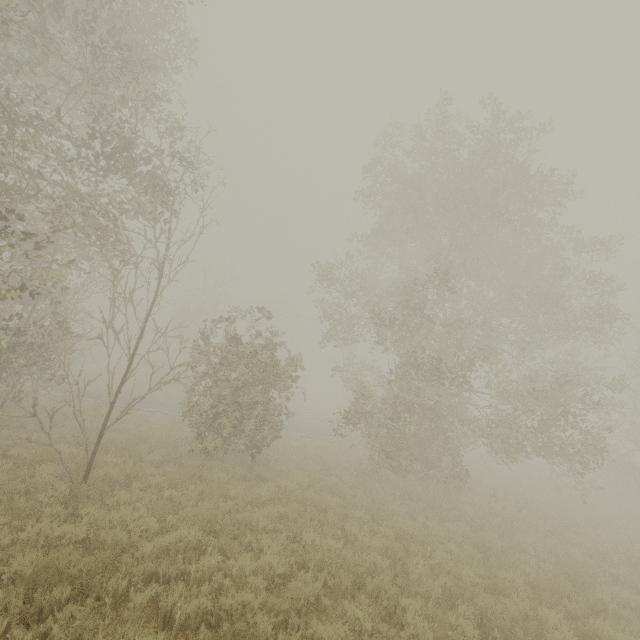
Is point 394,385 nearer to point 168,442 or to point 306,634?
point 168,442
